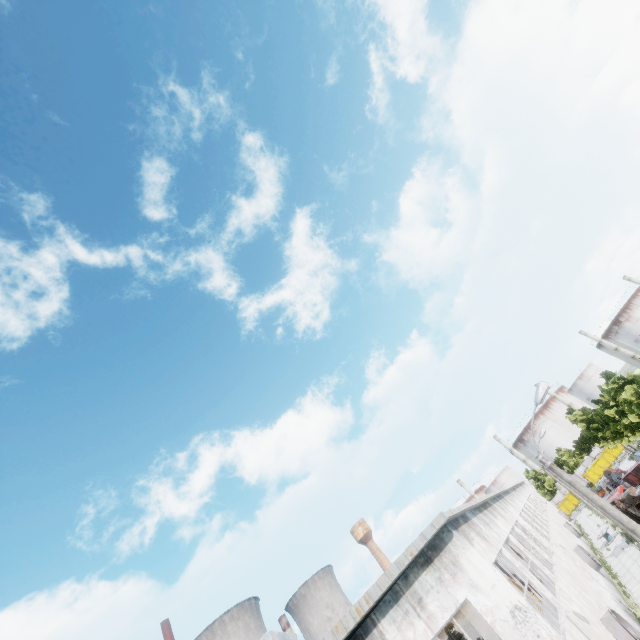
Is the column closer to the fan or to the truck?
the fan

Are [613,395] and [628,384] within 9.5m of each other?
yes

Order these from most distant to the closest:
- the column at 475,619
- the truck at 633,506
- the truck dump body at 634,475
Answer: the truck dump body at 634,475, the truck at 633,506, the column at 475,619

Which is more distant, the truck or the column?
the truck

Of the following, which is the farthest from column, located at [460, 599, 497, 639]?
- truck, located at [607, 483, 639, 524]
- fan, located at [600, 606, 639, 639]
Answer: truck, located at [607, 483, 639, 524]

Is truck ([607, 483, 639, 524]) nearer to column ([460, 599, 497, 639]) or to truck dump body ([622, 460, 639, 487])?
truck dump body ([622, 460, 639, 487])

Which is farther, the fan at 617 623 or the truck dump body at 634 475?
the truck dump body at 634 475

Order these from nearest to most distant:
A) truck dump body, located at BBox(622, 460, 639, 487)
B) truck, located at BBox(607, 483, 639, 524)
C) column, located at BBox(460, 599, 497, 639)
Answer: column, located at BBox(460, 599, 497, 639) → truck, located at BBox(607, 483, 639, 524) → truck dump body, located at BBox(622, 460, 639, 487)
